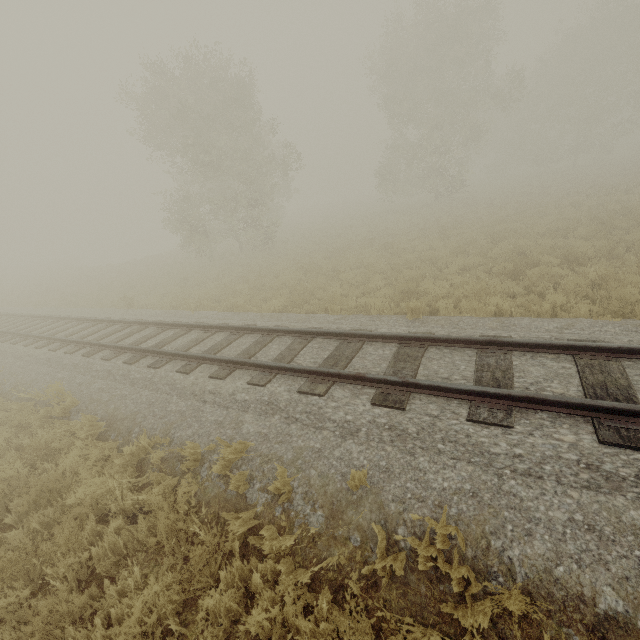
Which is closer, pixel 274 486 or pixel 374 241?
pixel 274 486

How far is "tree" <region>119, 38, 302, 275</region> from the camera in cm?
→ 1809

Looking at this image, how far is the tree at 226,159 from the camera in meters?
18.1 m
